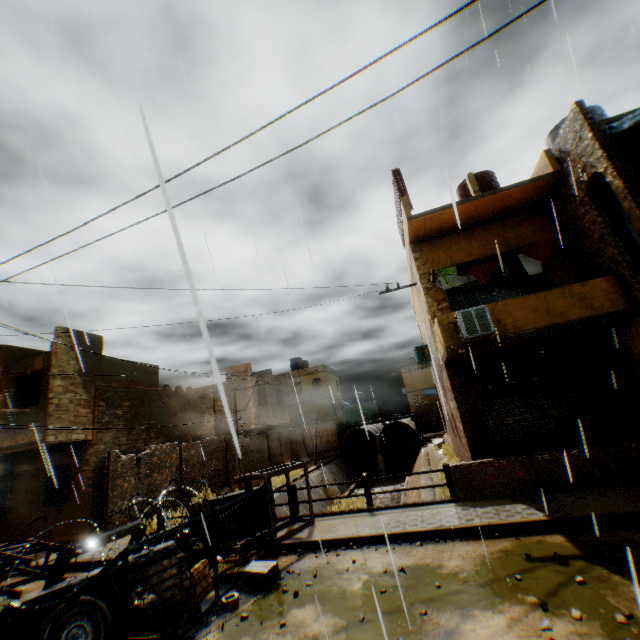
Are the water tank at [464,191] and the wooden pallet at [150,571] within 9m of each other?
no

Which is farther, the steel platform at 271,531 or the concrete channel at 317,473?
the concrete channel at 317,473

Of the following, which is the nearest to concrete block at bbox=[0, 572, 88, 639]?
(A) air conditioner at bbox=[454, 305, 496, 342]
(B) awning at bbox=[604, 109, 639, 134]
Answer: (A) air conditioner at bbox=[454, 305, 496, 342]

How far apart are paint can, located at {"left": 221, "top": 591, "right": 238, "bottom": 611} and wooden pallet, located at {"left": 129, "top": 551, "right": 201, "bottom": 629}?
0.33m

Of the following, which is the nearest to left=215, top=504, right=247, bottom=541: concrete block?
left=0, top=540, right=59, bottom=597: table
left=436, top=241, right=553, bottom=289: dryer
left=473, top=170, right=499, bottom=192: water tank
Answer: left=0, top=540, right=59, bottom=597: table

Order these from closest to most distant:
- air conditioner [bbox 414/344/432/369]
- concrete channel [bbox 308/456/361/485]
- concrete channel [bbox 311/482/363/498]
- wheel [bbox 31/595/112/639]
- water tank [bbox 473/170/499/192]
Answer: wheel [bbox 31/595/112/639] < water tank [bbox 473/170/499/192] < air conditioner [bbox 414/344/432/369] < concrete channel [bbox 311/482/363/498] < concrete channel [bbox 308/456/361/485]

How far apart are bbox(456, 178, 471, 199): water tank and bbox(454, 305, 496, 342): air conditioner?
5.7m

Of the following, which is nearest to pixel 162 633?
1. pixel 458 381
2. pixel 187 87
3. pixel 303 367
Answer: pixel 187 87
